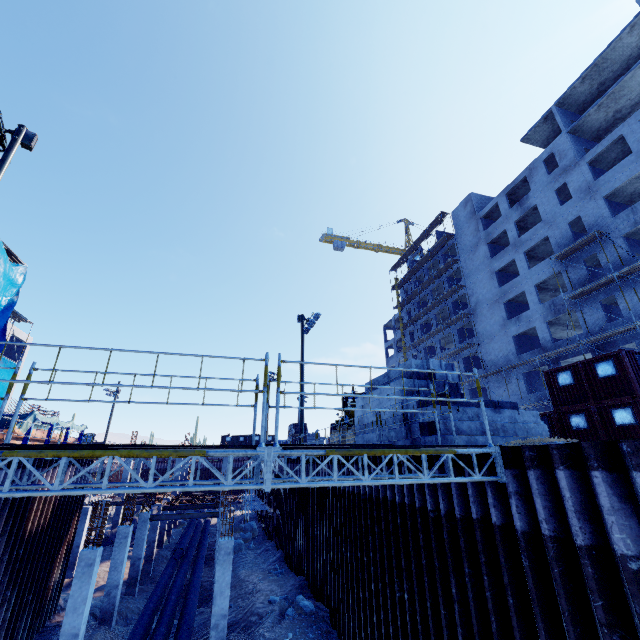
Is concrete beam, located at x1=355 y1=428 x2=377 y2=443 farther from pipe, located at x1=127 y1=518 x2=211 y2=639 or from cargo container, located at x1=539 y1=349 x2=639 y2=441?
cargo container, located at x1=539 y1=349 x2=639 y2=441

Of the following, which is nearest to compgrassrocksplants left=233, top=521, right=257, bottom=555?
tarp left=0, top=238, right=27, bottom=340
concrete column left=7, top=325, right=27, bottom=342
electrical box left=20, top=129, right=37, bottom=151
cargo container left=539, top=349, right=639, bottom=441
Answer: tarp left=0, top=238, right=27, bottom=340

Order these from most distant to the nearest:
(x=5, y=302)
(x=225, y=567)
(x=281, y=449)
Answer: (x=5, y=302) → (x=225, y=567) → (x=281, y=449)

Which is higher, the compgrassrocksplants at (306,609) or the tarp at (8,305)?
the tarp at (8,305)

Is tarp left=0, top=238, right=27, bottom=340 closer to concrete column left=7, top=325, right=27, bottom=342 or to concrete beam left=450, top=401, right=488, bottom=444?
concrete column left=7, top=325, right=27, bottom=342

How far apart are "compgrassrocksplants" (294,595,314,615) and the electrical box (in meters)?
20.33

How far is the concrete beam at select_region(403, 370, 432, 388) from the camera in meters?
10.5 m

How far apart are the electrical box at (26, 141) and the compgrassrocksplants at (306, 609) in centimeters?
2033cm
